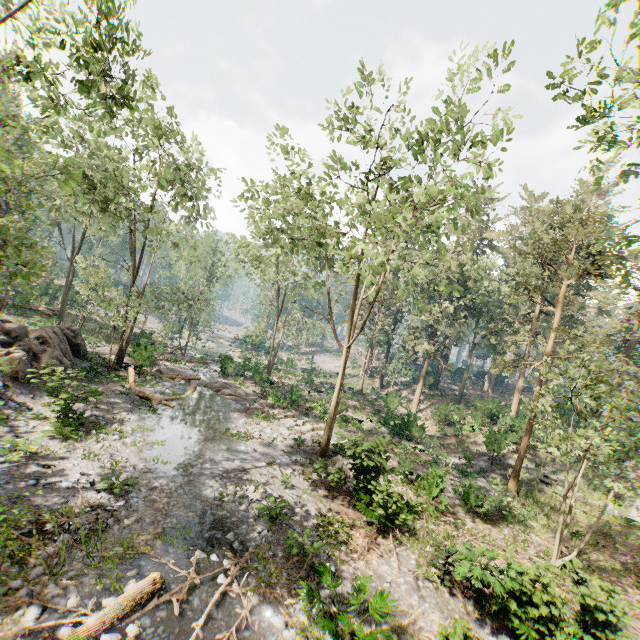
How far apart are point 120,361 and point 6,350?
8.5 meters

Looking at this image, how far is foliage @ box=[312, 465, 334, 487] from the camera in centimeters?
1491cm

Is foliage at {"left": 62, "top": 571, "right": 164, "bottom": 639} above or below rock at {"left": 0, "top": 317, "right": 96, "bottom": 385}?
below

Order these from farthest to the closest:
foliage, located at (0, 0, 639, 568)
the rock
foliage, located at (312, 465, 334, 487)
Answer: the rock → foliage, located at (312, 465, 334, 487) → foliage, located at (0, 0, 639, 568)

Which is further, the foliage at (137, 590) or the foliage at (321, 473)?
the foliage at (321, 473)

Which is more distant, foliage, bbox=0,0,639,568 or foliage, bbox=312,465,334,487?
foliage, bbox=312,465,334,487
